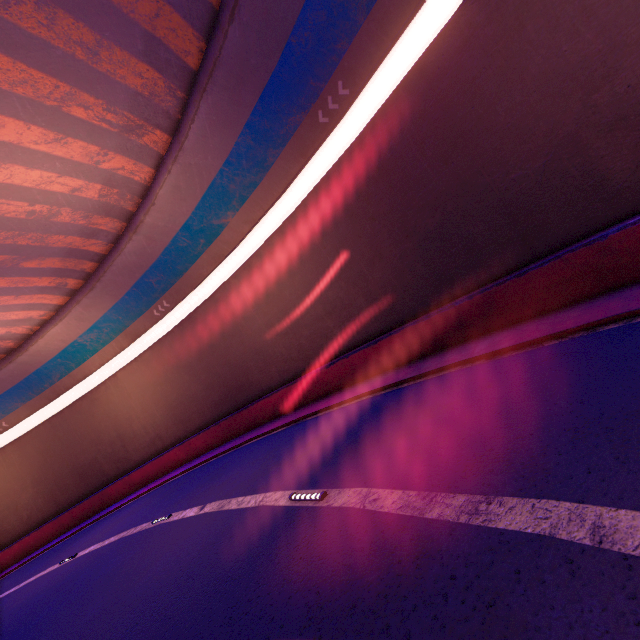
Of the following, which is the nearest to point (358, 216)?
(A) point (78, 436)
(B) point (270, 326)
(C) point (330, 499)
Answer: (B) point (270, 326)
